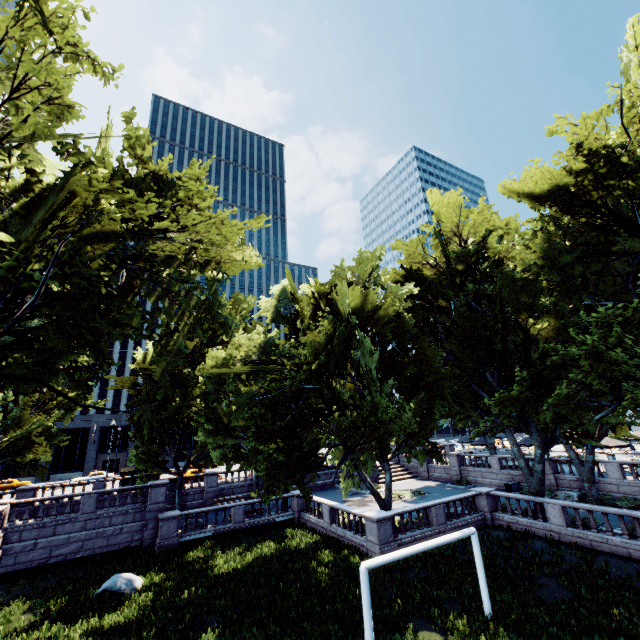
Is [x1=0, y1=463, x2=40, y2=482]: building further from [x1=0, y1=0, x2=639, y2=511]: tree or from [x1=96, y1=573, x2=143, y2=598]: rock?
[x1=96, y1=573, x2=143, y2=598]: rock

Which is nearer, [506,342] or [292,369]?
[506,342]

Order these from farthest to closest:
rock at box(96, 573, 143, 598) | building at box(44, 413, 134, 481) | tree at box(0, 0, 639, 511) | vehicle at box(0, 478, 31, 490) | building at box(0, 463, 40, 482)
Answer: building at box(44, 413, 134, 481) → building at box(0, 463, 40, 482) → vehicle at box(0, 478, 31, 490) → rock at box(96, 573, 143, 598) → tree at box(0, 0, 639, 511)

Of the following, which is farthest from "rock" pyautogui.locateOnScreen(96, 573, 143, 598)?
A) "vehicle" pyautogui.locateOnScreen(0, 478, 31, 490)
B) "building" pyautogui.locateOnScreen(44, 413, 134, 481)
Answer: "building" pyautogui.locateOnScreen(44, 413, 134, 481)

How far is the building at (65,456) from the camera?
52.03m

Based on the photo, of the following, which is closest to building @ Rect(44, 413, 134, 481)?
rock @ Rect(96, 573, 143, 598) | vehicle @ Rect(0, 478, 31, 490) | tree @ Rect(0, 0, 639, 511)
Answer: vehicle @ Rect(0, 478, 31, 490)

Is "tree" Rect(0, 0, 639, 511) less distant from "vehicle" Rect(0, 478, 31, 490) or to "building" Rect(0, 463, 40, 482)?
"vehicle" Rect(0, 478, 31, 490)

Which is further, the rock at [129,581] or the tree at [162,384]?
the rock at [129,581]
